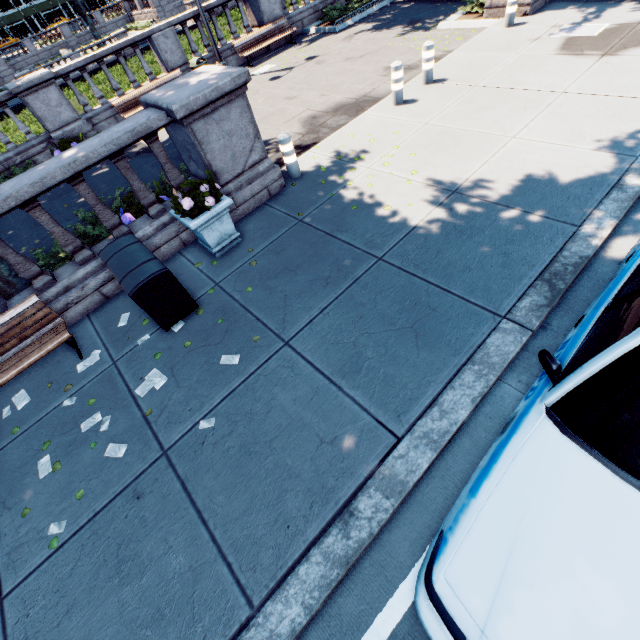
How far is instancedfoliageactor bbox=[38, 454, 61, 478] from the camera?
3.9m

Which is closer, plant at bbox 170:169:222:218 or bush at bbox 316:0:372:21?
plant at bbox 170:169:222:218

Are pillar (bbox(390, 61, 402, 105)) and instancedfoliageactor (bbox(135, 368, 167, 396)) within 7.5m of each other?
no

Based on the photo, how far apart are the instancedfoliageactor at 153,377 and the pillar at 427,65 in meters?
9.2

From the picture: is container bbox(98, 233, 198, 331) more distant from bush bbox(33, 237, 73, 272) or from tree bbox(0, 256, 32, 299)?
tree bbox(0, 256, 32, 299)

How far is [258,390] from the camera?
3.9 meters

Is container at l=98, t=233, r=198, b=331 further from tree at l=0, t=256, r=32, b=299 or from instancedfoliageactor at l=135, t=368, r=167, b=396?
tree at l=0, t=256, r=32, b=299

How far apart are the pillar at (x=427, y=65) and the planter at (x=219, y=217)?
6.5 meters
